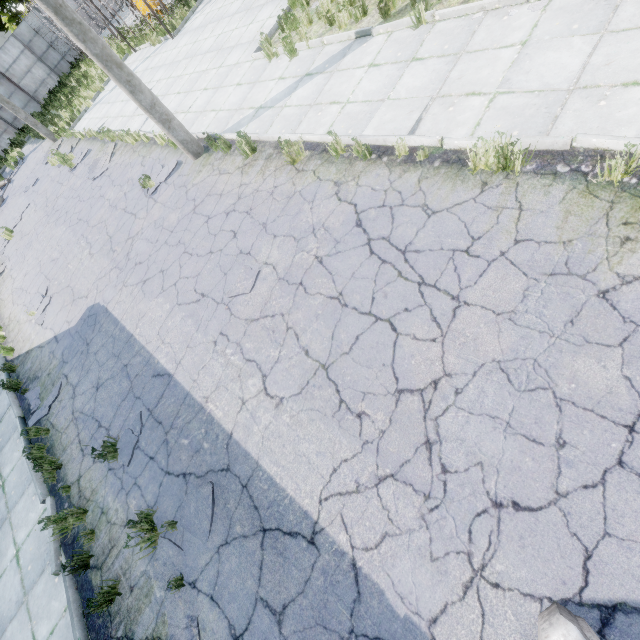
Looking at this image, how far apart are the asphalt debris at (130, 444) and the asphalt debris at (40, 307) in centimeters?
644cm

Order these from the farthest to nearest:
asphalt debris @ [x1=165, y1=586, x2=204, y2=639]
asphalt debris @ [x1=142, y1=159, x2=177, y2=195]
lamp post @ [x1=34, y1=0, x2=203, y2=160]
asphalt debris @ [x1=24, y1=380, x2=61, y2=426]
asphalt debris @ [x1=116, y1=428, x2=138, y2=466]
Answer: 1. asphalt debris @ [x1=142, y1=159, x2=177, y2=195]
2. asphalt debris @ [x1=24, y1=380, x2=61, y2=426]
3. lamp post @ [x1=34, y1=0, x2=203, y2=160]
4. asphalt debris @ [x1=116, y1=428, x2=138, y2=466]
5. asphalt debris @ [x1=165, y1=586, x2=204, y2=639]

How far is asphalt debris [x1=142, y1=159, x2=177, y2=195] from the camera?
9.5m

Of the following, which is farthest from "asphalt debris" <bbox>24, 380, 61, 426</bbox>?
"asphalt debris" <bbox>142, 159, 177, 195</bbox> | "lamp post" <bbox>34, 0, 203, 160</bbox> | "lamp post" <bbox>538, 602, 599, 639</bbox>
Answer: "lamp post" <bbox>538, 602, 599, 639</bbox>

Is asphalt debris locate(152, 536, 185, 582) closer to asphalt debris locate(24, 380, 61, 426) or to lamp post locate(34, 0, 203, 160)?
asphalt debris locate(24, 380, 61, 426)

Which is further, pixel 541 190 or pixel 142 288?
pixel 142 288

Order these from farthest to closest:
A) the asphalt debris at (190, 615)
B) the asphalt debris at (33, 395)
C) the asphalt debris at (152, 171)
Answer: the asphalt debris at (152, 171) < the asphalt debris at (33, 395) < the asphalt debris at (190, 615)

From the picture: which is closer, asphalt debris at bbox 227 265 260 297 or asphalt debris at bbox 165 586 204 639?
asphalt debris at bbox 165 586 204 639
